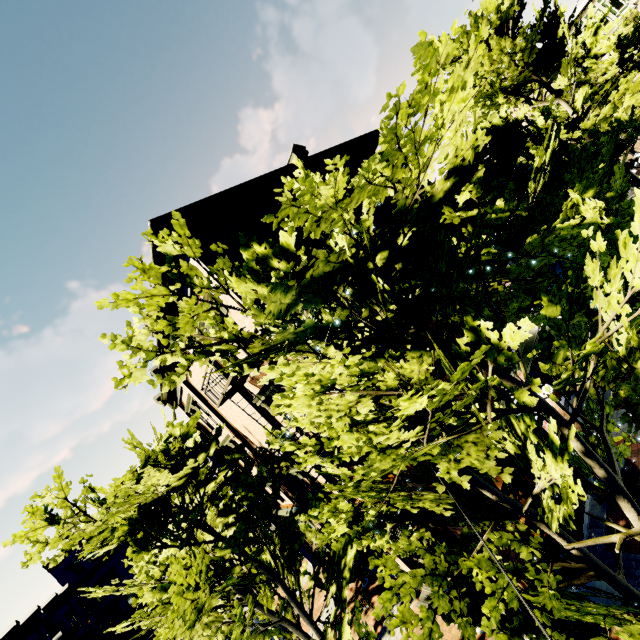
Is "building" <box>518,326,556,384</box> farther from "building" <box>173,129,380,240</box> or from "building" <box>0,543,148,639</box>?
"building" <box>0,543,148,639</box>

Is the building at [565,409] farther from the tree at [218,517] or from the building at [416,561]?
the building at [416,561]

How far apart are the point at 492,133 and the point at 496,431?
10.8m

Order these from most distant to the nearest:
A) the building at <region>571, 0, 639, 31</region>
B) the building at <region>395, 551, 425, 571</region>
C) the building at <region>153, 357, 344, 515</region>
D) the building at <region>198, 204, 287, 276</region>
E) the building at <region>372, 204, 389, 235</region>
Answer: the building at <region>571, 0, 639, 31</region> < the building at <region>372, 204, 389, 235</region> < the building at <region>395, 551, 425, 571</region> < the building at <region>153, 357, 344, 515</region> < the building at <region>198, 204, 287, 276</region>

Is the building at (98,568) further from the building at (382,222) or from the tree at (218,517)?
the building at (382,222)

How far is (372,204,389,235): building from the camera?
12.19m

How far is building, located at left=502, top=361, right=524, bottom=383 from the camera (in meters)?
10.59
